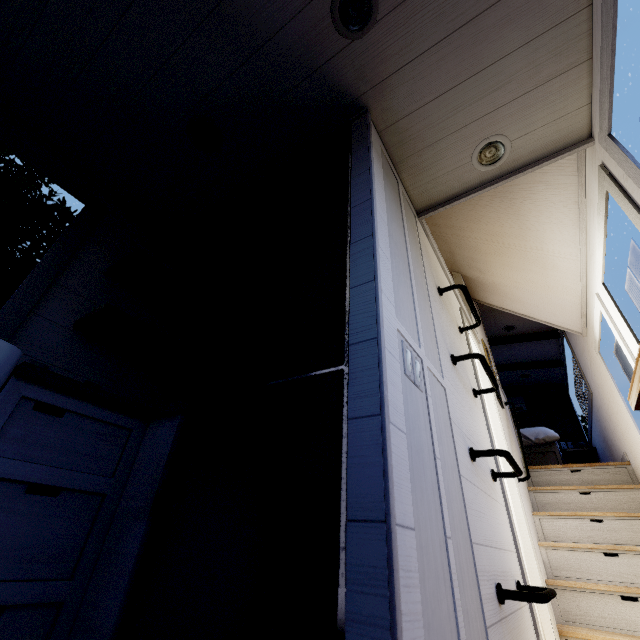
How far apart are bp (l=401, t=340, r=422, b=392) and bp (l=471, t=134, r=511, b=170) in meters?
1.4 m

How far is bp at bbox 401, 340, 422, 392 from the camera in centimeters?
107cm

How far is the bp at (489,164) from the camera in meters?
1.8 m

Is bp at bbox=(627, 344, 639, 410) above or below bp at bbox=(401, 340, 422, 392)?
below

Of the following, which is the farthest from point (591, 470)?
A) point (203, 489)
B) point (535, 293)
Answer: point (203, 489)

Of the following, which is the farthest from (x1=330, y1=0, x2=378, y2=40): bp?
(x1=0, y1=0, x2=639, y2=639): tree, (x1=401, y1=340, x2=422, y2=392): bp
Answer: (x1=401, y1=340, x2=422, y2=392): bp

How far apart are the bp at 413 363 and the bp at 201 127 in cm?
167

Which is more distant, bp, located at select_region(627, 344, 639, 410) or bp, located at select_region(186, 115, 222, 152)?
bp, located at select_region(186, 115, 222, 152)
